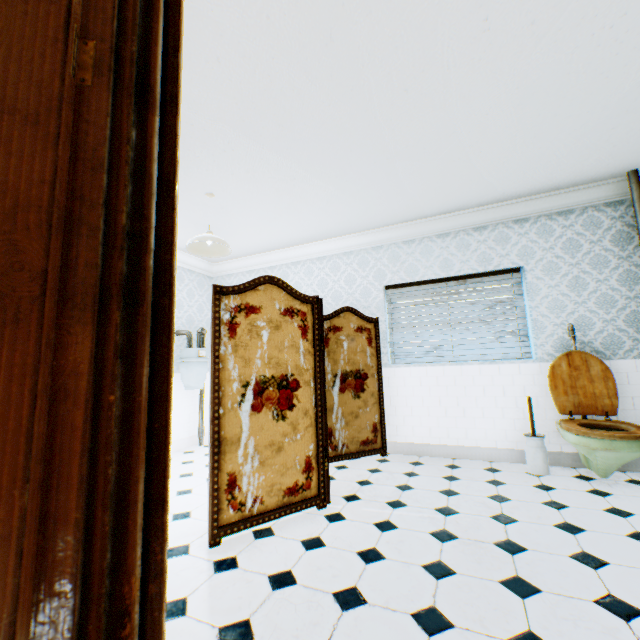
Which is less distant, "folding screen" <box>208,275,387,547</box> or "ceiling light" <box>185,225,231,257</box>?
"folding screen" <box>208,275,387,547</box>

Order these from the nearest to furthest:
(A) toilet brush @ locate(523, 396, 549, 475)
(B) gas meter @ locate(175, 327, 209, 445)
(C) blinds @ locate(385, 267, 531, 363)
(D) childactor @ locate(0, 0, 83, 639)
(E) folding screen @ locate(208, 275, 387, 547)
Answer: (D) childactor @ locate(0, 0, 83, 639) → (E) folding screen @ locate(208, 275, 387, 547) → (A) toilet brush @ locate(523, 396, 549, 475) → (C) blinds @ locate(385, 267, 531, 363) → (B) gas meter @ locate(175, 327, 209, 445)

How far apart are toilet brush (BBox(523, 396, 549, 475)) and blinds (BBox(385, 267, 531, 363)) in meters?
0.6 m

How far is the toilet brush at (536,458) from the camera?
3.4 meters

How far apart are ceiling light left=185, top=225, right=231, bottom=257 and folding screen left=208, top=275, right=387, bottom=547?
1.0 meters

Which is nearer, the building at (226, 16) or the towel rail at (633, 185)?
the building at (226, 16)

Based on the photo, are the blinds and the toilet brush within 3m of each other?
yes

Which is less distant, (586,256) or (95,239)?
(95,239)
